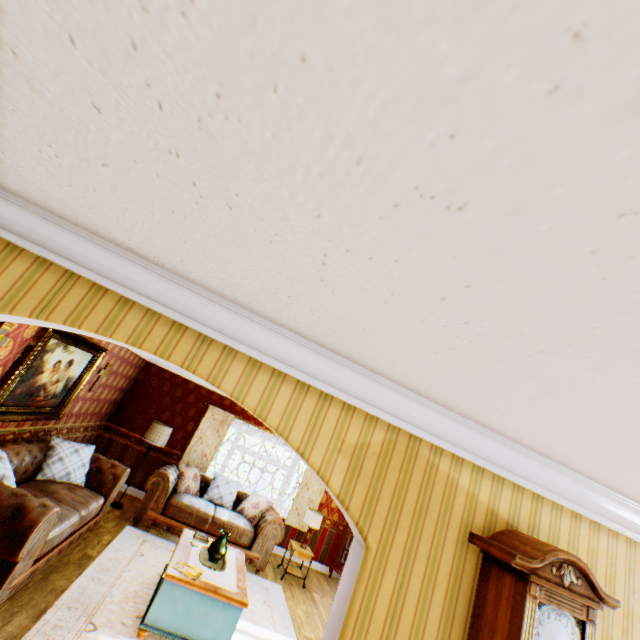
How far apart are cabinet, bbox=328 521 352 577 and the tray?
4.59m

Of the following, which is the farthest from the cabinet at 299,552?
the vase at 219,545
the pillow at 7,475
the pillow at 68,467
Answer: the pillow at 7,475

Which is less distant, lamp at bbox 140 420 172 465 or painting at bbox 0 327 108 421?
painting at bbox 0 327 108 421

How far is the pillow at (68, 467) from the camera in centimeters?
495cm

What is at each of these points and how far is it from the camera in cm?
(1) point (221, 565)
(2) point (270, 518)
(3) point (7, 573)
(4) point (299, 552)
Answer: (1) tray, 462
(2) couch, 699
(3) couch, 310
(4) cabinet, 715

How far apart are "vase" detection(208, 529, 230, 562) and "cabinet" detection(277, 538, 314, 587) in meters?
2.9 m

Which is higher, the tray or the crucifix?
the crucifix

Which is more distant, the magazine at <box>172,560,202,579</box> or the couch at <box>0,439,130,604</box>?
the magazine at <box>172,560,202,579</box>
